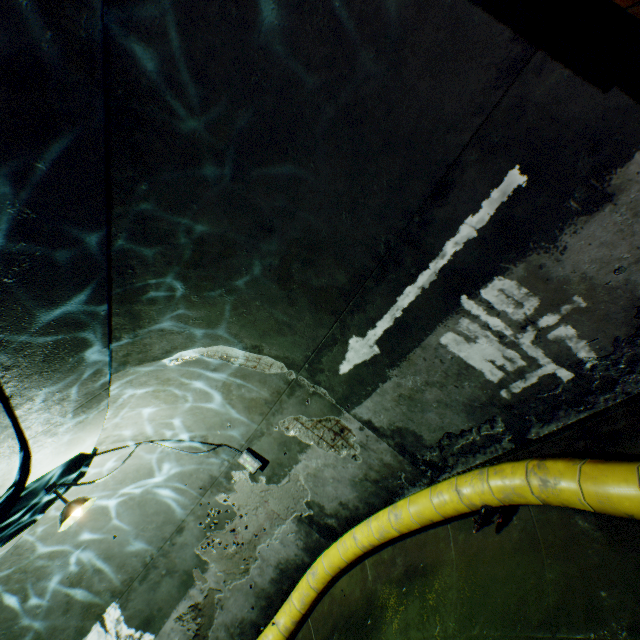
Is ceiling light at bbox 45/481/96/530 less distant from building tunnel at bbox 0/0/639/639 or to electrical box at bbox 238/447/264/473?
building tunnel at bbox 0/0/639/639

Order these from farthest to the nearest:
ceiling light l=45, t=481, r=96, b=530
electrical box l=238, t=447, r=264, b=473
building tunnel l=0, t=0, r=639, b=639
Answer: electrical box l=238, t=447, r=264, b=473 < ceiling light l=45, t=481, r=96, b=530 < building tunnel l=0, t=0, r=639, b=639

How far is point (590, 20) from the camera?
1.91m

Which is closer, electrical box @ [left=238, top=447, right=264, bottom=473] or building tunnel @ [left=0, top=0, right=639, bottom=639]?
building tunnel @ [left=0, top=0, right=639, bottom=639]

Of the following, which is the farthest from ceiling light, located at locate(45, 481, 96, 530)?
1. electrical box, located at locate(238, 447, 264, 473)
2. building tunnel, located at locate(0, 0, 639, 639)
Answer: electrical box, located at locate(238, 447, 264, 473)

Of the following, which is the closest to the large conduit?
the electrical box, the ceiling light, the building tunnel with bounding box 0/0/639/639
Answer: the building tunnel with bounding box 0/0/639/639

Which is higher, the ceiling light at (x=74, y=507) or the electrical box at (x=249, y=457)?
the ceiling light at (x=74, y=507)

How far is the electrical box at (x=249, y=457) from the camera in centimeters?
579cm
